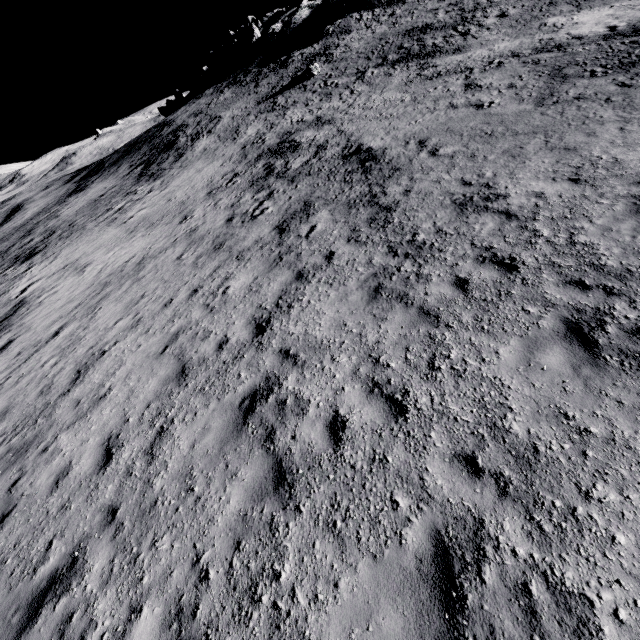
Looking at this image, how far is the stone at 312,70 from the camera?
35.59m

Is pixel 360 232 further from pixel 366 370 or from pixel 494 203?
pixel 366 370

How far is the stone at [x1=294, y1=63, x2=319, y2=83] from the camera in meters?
35.6
